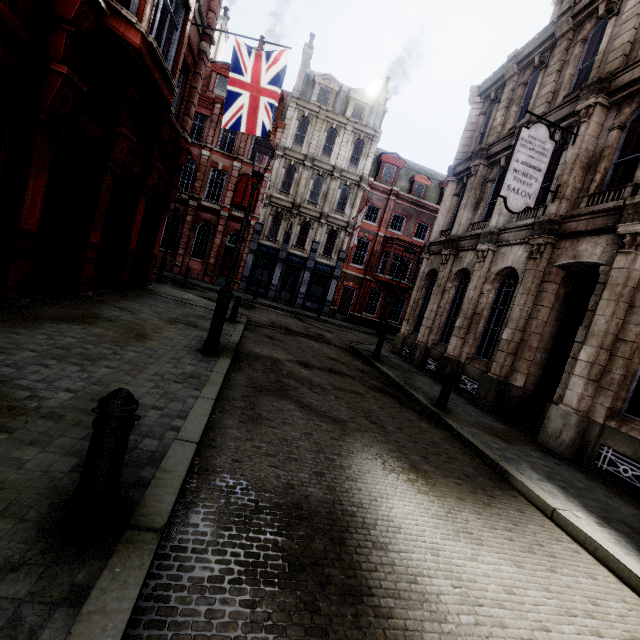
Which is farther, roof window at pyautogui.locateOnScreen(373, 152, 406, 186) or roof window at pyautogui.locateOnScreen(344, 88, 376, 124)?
roof window at pyautogui.locateOnScreen(373, 152, 406, 186)

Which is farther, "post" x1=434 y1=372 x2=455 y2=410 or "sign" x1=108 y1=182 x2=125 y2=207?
"sign" x1=108 y1=182 x2=125 y2=207

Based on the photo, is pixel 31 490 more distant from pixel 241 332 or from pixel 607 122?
pixel 607 122

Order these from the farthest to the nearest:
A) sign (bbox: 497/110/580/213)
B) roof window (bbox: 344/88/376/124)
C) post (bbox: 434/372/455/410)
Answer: roof window (bbox: 344/88/376/124), sign (bbox: 497/110/580/213), post (bbox: 434/372/455/410)

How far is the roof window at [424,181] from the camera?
29.6 meters

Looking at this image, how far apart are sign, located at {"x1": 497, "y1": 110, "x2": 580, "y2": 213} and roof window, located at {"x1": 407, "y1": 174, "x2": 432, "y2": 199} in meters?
21.4 m

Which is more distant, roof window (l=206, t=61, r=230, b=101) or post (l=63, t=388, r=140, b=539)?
roof window (l=206, t=61, r=230, b=101)

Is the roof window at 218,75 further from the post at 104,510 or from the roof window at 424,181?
the post at 104,510
